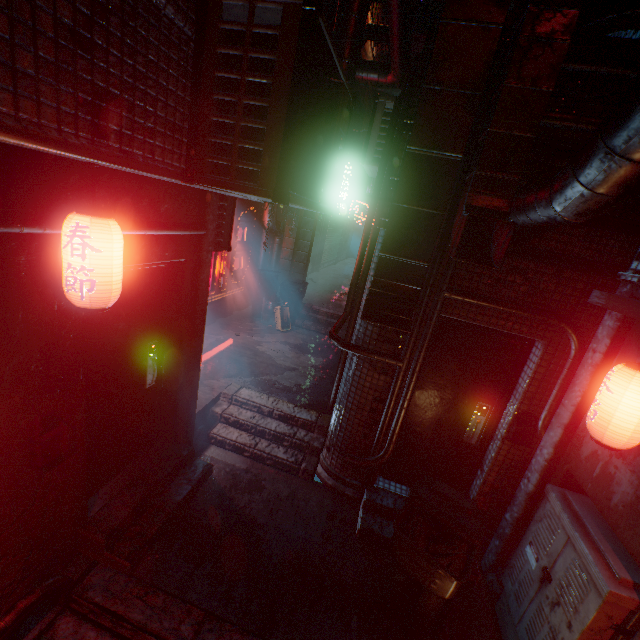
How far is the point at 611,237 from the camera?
2.6m

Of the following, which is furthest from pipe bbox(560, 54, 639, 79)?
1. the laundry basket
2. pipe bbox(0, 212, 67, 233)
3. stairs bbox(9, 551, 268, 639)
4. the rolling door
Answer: the rolling door

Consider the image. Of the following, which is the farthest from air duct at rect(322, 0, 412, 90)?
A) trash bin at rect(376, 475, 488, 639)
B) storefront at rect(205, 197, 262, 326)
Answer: trash bin at rect(376, 475, 488, 639)

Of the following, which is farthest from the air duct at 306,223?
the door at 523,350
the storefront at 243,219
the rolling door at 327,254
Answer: the rolling door at 327,254

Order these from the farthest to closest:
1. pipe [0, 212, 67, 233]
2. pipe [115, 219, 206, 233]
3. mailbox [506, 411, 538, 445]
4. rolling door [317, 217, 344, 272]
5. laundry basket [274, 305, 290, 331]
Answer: rolling door [317, 217, 344, 272]
laundry basket [274, 305, 290, 331]
mailbox [506, 411, 538, 445]
pipe [115, 219, 206, 233]
pipe [0, 212, 67, 233]

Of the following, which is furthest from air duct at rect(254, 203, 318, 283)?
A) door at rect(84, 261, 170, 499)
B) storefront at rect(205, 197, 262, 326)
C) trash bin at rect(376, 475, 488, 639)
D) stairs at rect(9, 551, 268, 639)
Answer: stairs at rect(9, 551, 268, 639)

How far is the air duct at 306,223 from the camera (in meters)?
7.26

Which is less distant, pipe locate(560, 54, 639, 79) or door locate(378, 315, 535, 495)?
pipe locate(560, 54, 639, 79)
